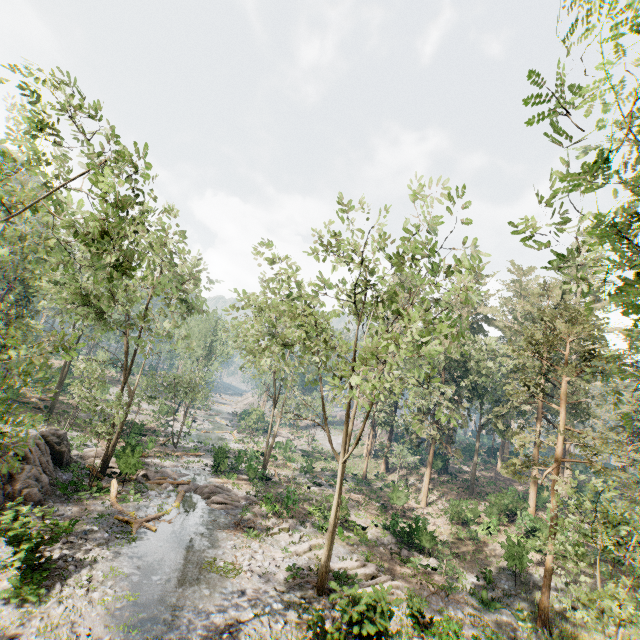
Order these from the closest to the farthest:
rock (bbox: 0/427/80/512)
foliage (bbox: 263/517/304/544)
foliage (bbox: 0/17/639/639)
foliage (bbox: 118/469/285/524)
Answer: foliage (bbox: 0/17/639/639) → rock (bbox: 0/427/80/512) → foliage (bbox: 263/517/304/544) → foliage (bbox: 118/469/285/524)

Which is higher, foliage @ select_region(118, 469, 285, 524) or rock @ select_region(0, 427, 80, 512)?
rock @ select_region(0, 427, 80, 512)

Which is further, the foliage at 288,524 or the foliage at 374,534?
the foliage at 374,534

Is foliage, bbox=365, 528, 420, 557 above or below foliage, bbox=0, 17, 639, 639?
below

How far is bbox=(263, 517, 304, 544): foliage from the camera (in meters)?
21.06

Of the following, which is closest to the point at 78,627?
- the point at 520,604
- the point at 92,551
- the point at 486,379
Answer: the point at 92,551

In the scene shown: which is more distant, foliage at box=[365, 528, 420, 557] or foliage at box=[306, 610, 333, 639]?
foliage at box=[365, 528, 420, 557]

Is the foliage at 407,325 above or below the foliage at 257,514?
above
